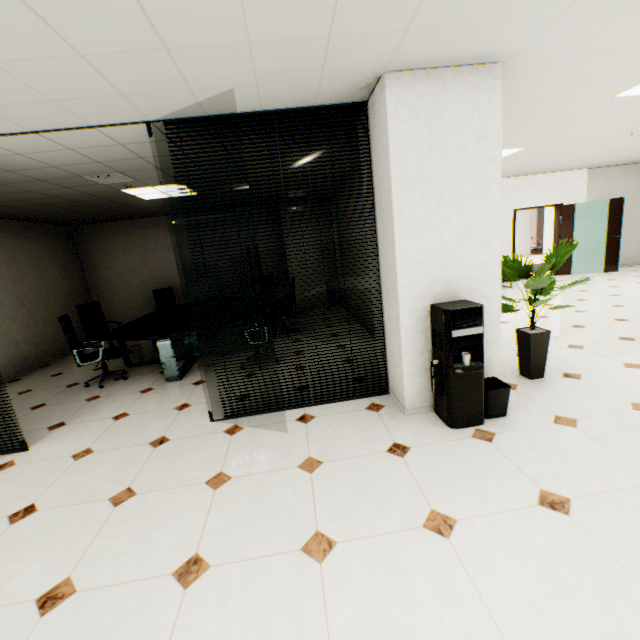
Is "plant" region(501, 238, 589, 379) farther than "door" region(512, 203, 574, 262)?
No

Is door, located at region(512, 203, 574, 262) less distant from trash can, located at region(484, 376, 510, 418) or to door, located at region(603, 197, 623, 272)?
door, located at region(603, 197, 623, 272)

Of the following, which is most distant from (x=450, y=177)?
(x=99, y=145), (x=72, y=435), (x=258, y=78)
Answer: (x=72, y=435)

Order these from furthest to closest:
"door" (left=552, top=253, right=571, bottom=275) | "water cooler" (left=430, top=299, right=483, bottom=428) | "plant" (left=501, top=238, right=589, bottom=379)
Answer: "door" (left=552, top=253, right=571, bottom=275) < "plant" (left=501, top=238, right=589, bottom=379) < "water cooler" (left=430, top=299, right=483, bottom=428)

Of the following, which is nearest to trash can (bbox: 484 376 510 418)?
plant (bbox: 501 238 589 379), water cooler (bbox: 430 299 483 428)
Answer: water cooler (bbox: 430 299 483 428)

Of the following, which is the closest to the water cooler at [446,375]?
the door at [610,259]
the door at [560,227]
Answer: the door at [560,227]

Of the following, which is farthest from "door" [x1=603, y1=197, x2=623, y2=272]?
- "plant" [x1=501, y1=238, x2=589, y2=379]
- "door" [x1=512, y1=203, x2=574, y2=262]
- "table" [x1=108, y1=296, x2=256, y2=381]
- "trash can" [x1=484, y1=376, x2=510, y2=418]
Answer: "table" [x1=108, y1=296, x2=256, y2=381]

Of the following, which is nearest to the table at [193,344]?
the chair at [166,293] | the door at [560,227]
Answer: the chair at [166,293]
